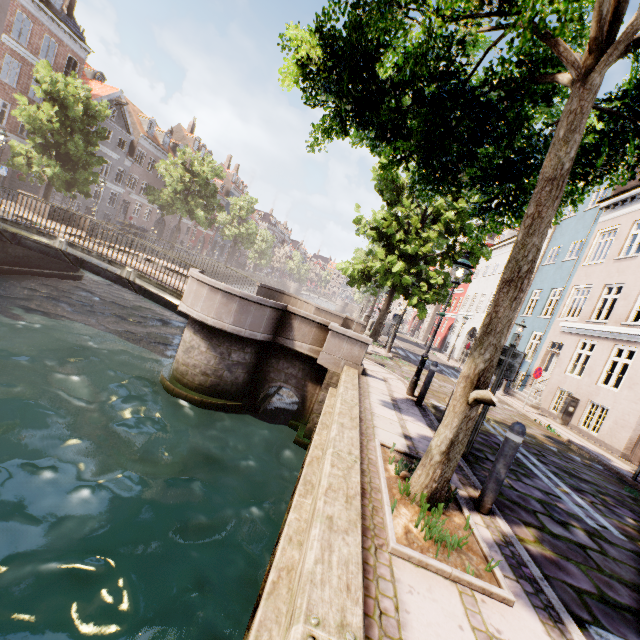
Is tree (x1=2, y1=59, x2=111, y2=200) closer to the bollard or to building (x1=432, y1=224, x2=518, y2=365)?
the bollard

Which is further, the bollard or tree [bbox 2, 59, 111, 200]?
tree [bbox 2, 59, 111, 200]

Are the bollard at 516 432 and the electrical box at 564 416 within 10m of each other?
no

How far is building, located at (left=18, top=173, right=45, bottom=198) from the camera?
26.9m

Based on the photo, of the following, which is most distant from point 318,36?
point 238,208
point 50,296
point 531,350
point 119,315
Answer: point 238,208

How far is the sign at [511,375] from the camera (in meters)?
4.98

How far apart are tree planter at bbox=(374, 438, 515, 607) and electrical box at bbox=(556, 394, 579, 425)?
12.6m

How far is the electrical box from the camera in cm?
1342
